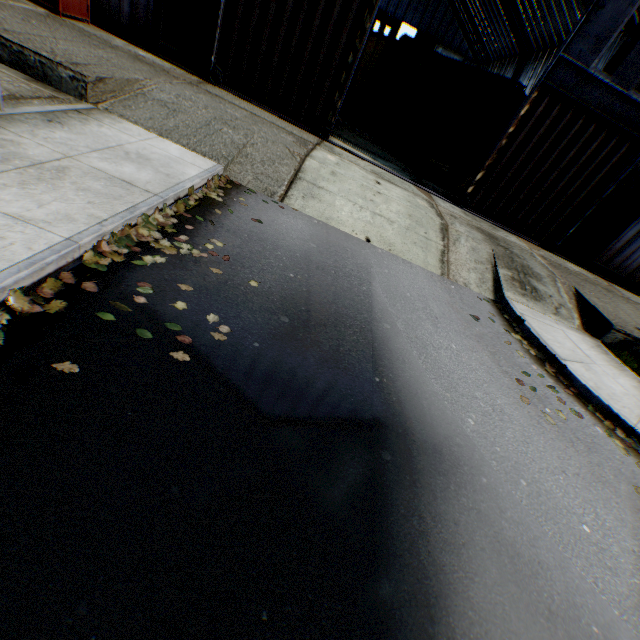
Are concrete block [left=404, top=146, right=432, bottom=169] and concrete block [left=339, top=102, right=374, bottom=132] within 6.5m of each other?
yes

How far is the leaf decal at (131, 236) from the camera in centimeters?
381cm

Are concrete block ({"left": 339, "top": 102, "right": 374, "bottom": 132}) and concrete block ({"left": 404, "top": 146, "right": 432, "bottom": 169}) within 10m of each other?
yes

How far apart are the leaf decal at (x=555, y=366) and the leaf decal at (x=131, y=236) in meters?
5.6 m

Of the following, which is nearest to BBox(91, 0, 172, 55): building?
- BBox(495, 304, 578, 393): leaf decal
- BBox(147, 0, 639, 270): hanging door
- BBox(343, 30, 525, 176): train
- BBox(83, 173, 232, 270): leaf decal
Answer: BBox(147, 0, 639, 270): hanging door

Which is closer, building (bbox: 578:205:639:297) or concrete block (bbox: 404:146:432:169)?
building (bbox: 578:205:639:297)

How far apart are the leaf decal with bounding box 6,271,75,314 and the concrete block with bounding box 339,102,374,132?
20.30m

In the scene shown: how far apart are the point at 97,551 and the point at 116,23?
15.6 meters
